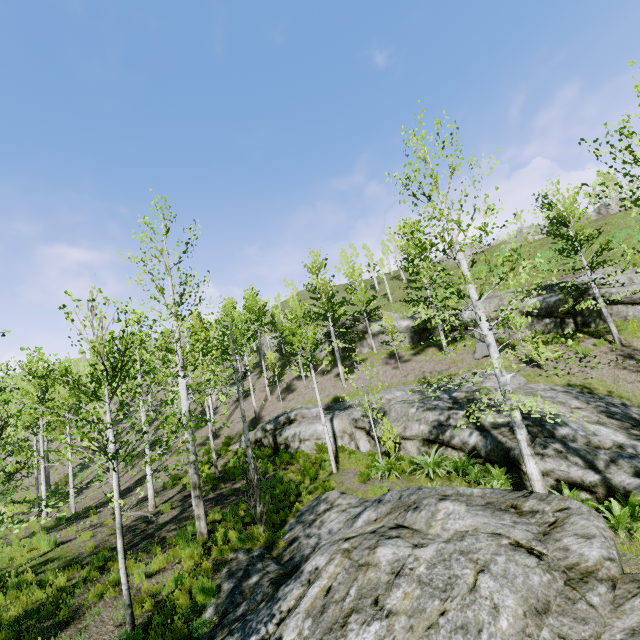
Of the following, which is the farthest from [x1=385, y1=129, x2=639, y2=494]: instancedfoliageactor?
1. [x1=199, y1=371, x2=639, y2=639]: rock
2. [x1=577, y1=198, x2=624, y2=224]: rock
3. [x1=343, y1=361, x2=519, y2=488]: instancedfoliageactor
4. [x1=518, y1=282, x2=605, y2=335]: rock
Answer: [x1=577, y1=198, x2=624, y2=224]: rock

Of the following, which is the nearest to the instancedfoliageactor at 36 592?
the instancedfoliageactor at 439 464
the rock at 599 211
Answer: the instancedfoliageactor at 439 464

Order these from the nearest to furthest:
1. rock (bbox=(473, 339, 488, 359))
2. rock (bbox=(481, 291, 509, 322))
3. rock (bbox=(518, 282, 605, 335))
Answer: rock (bbox=(518, 282, 605, 335)) < rock (bbox=(473, 339, 488, 359)) < rock (bbox=(481, 291, 509, 322))

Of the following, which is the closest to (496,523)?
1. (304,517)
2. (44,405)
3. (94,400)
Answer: (304,517)

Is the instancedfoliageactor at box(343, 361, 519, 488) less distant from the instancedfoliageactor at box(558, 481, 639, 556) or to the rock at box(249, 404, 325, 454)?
the rock at box(249, 404, 325, 454)

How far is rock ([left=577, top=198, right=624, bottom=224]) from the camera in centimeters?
3556cm

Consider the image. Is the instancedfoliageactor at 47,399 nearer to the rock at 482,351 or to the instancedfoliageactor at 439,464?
the instancedfoliageactor at 439,464

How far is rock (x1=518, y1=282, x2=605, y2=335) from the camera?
18.5m
